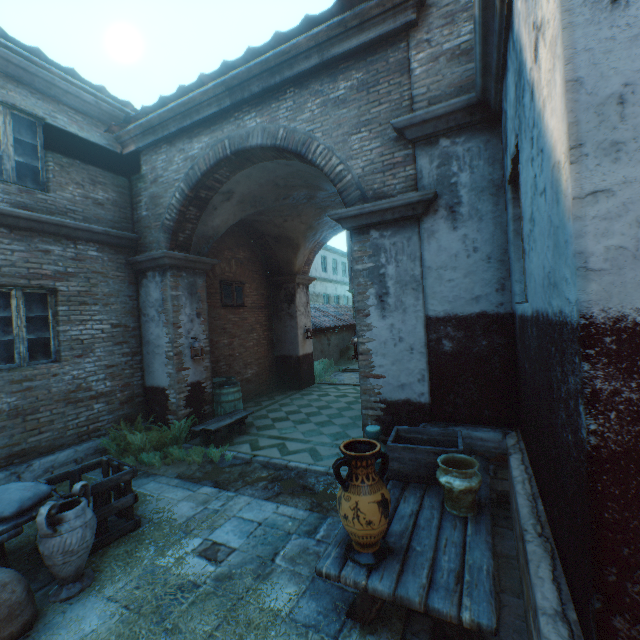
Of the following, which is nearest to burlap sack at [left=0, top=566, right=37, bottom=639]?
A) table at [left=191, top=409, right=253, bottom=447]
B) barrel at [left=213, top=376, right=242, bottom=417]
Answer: table at [left=191, top=409, right=253, bottom=447]

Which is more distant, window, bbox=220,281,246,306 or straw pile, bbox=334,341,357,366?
straw pile, bbox=334,341,357,366

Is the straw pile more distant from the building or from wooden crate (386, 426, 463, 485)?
wooden crate (386, 426, 463, 485)

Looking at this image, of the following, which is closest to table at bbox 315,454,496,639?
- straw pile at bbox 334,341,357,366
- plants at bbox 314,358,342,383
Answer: plants at bbox 314,358,342,383

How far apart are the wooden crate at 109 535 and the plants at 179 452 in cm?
128

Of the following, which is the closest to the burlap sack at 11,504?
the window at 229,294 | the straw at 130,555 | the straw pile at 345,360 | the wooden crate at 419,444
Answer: the straw at 130,555

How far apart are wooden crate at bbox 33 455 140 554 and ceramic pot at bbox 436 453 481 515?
3.5m

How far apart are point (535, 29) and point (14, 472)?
7.7 meters
